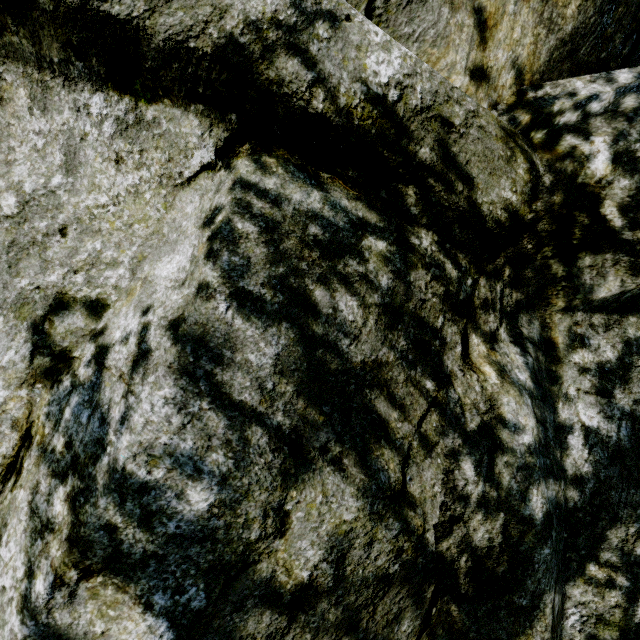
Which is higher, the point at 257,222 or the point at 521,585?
the point at 257,222
